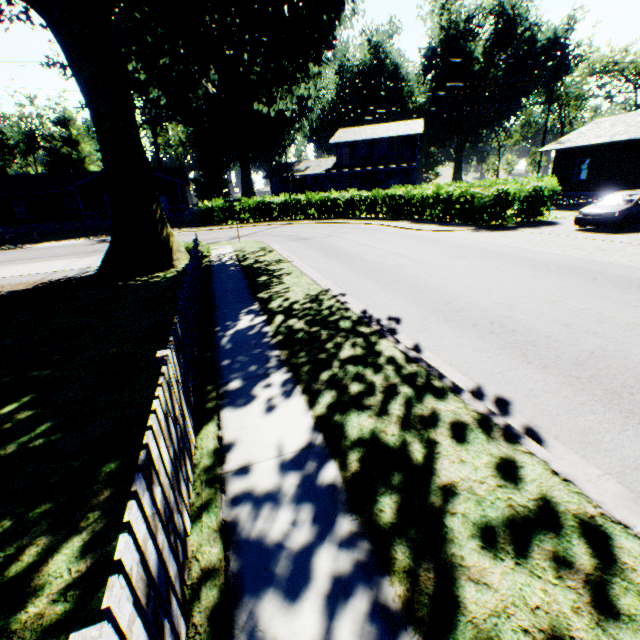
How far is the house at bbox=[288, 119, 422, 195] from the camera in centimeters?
3903cm

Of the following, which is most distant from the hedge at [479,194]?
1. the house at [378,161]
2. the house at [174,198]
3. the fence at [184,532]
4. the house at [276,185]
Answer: the fence at [184,532]

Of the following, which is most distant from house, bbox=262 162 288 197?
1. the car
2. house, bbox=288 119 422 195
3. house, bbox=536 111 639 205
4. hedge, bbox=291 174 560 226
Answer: the car

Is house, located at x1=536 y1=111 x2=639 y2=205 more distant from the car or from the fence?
the fence

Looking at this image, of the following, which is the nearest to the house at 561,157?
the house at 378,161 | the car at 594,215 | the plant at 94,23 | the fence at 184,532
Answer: the car at 594,215

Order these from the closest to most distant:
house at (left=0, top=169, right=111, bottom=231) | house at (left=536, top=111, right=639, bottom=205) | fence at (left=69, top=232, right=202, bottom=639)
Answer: fence at (left=69, top=232, right=202, bottom=639)
house at (left=536, top=111, right=639, bottom=205)
house at (left=0, top=169, right=111, bottom=231)

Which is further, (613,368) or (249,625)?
(613,368)

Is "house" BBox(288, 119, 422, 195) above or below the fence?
above
